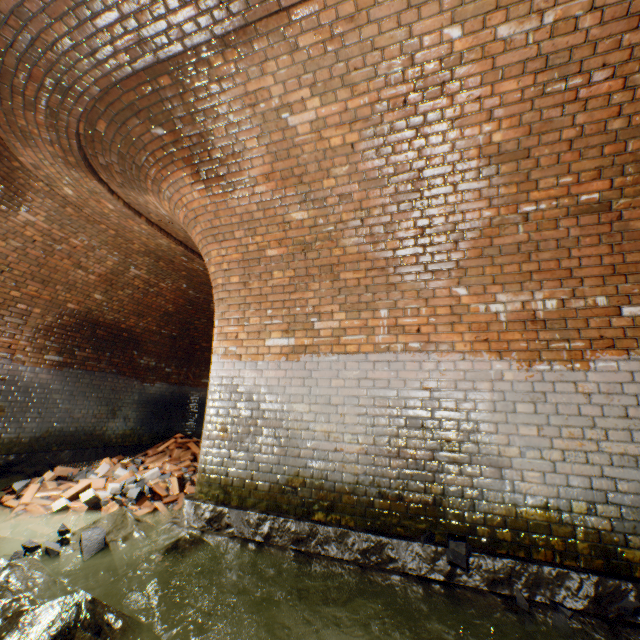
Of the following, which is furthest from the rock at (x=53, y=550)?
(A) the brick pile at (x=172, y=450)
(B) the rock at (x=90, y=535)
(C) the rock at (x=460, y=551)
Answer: (C) the rock at (x=460, y=551)

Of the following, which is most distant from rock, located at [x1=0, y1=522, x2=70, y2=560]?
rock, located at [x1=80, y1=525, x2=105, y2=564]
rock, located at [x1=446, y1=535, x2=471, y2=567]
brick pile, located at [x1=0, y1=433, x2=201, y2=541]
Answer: rock, located at [x1=446, y1=535, x2=471, y2=567]

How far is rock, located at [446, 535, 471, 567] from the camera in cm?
238

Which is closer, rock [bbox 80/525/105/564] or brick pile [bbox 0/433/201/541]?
rock [bbox 80/525/105/564]

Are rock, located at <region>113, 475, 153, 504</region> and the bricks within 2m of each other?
yes

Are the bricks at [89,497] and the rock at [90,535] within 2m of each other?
yes

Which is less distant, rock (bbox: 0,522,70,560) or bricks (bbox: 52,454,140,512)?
rock (bbox: 0,522,70,560)

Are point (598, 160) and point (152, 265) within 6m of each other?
no
